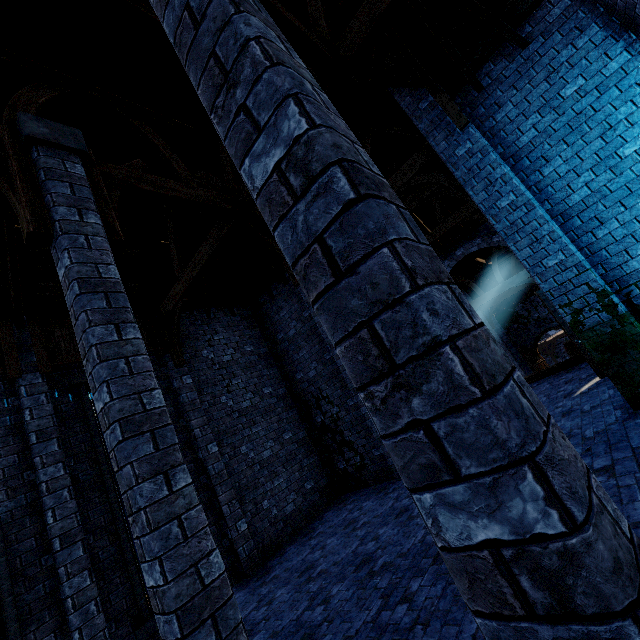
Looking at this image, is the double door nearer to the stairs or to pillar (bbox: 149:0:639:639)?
the stairs

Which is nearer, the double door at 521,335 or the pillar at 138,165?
the pillar at 138,165

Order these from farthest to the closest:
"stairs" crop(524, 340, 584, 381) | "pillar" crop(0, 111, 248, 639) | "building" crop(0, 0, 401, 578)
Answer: "stairs" crop(524, 340, 584, 381), "building" crop(0, 0, 401, 578), "pillar" crop(0, 111, 248, 639)

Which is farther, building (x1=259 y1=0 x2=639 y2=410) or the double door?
the double door

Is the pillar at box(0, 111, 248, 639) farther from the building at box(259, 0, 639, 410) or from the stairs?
the stairs

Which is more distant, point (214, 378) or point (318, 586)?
point (214, 378)

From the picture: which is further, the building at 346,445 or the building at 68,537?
the building at 68,537

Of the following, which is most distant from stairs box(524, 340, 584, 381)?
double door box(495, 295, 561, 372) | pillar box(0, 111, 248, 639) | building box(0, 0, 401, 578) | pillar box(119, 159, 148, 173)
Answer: pillar box(119, 159, 148, 173)
